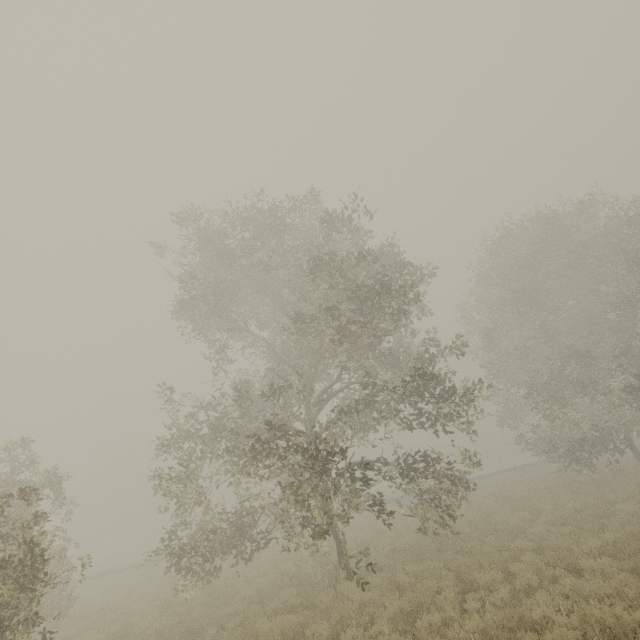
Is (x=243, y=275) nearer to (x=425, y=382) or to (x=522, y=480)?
(x=425, y=382)
